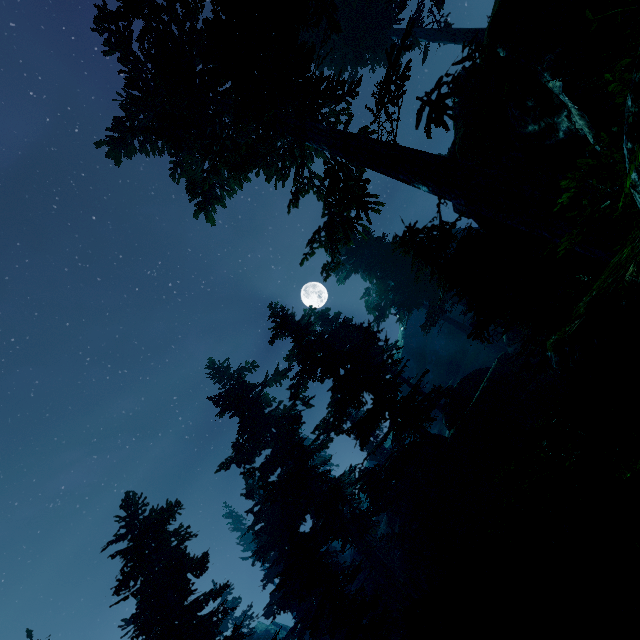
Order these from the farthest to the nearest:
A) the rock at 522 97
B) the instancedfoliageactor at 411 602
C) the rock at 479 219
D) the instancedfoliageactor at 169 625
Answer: the instancedfoliageactor at 169 625 < the rock at 479 219 < the rock at 522 97 < the instancedfoliageactor at 411 602

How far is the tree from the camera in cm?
1875

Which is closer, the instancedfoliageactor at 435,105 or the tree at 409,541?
the instancedfoliageactor at 435,105

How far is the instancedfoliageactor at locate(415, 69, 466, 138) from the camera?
9.6m

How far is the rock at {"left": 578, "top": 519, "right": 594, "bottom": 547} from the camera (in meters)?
2.75

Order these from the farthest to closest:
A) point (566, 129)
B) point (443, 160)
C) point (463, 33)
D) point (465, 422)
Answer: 1. point (465, 422)
2. point (463, 33)
3. point (443, 160)
4. point (566, 129)
